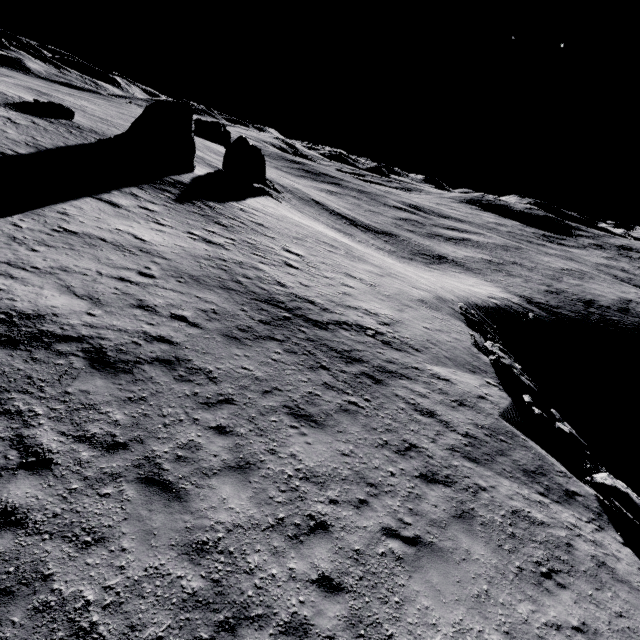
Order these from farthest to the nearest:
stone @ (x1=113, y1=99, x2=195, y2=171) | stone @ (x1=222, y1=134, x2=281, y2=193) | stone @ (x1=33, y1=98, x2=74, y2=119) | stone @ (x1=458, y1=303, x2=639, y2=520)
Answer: stone @ (x1=222, y1=134, x2=281, y2=193) < stone @ (x1=33, y1=98, x2=74, y2=119) < stone @ (x1=113, y1=99, x2=195, y2=171) < stone @ (x1=458, y1=303, x2=639, y2=520)

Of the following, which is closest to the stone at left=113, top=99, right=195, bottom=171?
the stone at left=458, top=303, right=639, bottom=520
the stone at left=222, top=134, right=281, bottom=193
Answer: the stone at left=222, top=134, right=281, bottom=193

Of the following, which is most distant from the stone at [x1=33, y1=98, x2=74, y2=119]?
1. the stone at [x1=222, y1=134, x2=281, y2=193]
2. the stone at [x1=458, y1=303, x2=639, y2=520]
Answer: the stone at [x1=458, y1=303, x2=639, y2=520]

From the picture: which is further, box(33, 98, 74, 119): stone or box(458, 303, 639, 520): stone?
box(33, 98, 74, 119): stone

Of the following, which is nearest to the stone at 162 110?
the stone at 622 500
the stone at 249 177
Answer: the stone at 249 177

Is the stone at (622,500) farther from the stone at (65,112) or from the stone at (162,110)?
the stone at (65,112)

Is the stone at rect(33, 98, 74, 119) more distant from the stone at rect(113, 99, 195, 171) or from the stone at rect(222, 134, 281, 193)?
the stone at rect(222, 134, 281, 193)

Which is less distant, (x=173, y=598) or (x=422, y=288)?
(x=173, y=598)
